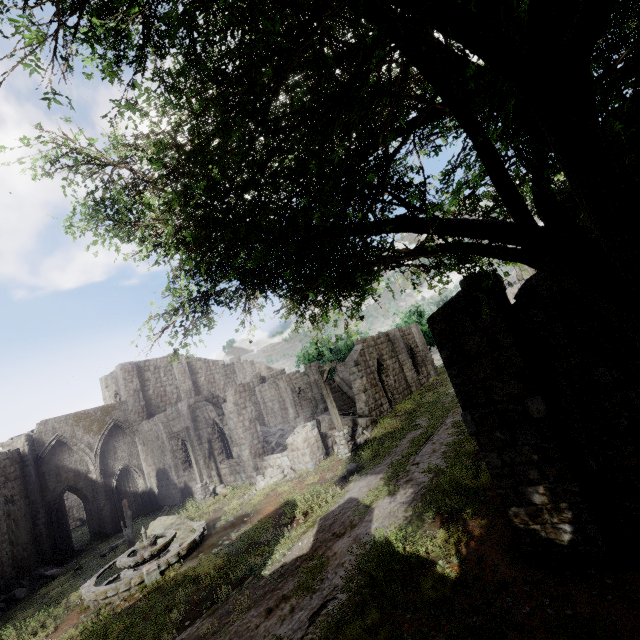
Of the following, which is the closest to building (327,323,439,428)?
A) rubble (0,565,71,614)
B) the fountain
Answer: rubble (0,565,71,614)

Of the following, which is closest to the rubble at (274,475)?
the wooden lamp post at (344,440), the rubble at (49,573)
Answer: the wooden lamp post at (344,440)

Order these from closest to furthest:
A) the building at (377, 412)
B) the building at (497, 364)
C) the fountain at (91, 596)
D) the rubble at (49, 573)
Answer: the building at (497, 364)
the fountain at (91, 596)
the rubble at (49, 573)
the building at (377, 412)

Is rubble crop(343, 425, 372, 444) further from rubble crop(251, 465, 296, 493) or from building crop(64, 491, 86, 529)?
rubble crop(251, 465, 296, 493)

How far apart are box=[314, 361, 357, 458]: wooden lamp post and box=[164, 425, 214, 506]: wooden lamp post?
8.4 meters

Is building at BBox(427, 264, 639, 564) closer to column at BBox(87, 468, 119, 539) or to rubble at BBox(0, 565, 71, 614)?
rubble at BBox(0, 565, 71, 614)

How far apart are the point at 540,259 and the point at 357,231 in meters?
1.8

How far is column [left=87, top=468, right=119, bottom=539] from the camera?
24.7m
